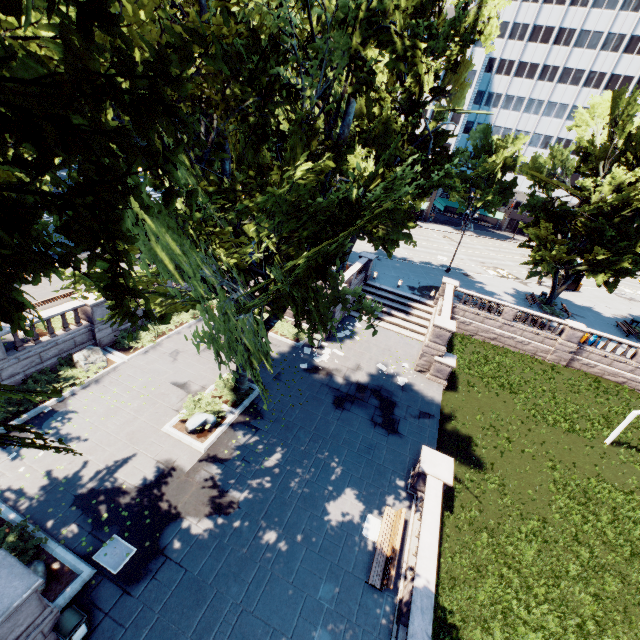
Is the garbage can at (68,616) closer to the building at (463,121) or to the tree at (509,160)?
the tree at (509,160)

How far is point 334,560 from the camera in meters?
11.7

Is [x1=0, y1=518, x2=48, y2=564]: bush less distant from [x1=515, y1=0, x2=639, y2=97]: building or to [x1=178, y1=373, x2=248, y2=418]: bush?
[x1=178, y1=373, x2=248, y2=418]: bush

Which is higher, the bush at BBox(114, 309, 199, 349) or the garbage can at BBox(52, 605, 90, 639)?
the garbage can at BBox(52, 605, 90, 639)

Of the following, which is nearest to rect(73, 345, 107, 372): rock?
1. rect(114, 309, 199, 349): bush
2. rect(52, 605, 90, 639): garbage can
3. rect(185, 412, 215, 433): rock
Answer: rect(114, 309, 199, 349): bush

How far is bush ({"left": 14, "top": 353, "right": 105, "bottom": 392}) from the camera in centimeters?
1516cm

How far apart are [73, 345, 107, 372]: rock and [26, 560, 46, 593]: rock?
8.87m

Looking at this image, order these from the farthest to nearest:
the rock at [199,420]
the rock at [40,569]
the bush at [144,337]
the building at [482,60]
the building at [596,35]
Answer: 1. the building at [596,35]
2. the building at [482,60]
3. the bush at [144,337]
4. the rock at [199,420]
5. the rock at [40,569]
